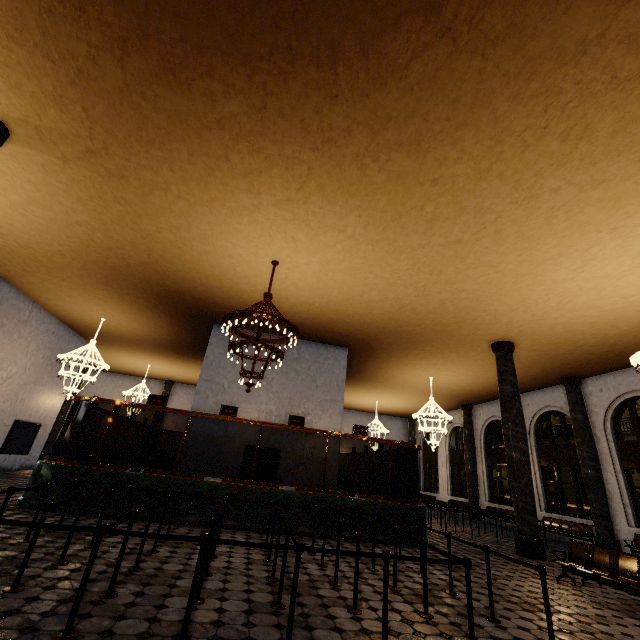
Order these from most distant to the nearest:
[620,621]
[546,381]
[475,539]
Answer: [546,381]
[475,539]
[620,621]
